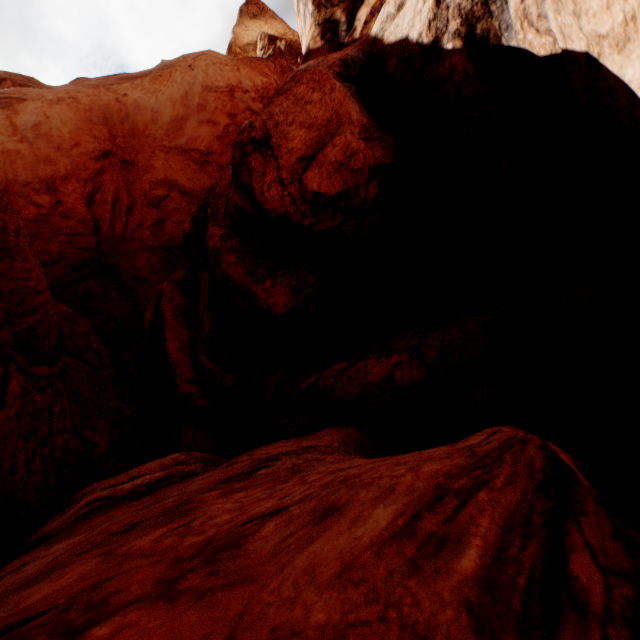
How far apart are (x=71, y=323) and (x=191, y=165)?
6.7m
